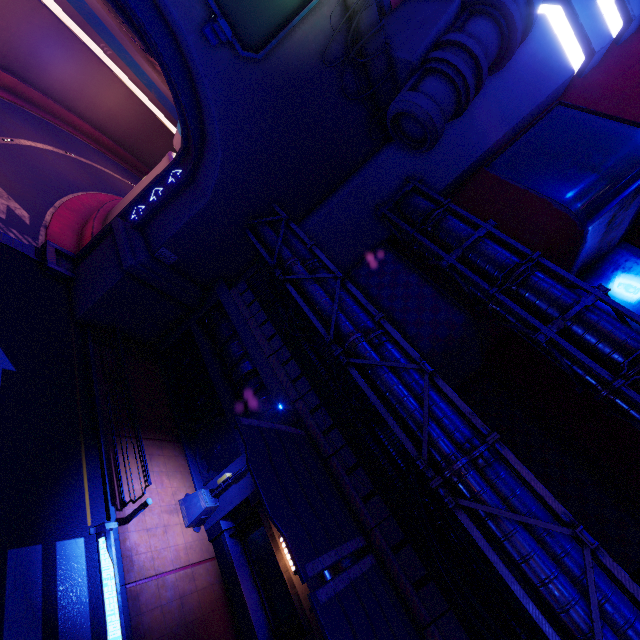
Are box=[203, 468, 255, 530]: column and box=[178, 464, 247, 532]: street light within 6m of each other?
yes

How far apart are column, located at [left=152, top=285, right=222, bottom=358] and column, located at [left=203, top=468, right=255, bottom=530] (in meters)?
7.89

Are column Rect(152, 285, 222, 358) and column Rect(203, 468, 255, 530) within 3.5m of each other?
no

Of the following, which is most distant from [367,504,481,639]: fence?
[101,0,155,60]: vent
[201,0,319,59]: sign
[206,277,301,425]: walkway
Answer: [101,0,155,60]: vent

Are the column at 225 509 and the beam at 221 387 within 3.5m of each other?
yes

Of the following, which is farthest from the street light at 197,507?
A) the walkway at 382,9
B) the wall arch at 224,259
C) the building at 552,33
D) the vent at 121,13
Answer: the walkway at 382,9

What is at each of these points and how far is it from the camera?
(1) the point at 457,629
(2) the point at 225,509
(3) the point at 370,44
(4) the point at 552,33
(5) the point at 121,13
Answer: (1) fence, 8.4m
(2) column, 12.5m
(3) wall arch, 13.7m
(4) building, 16.8m
(5) vent, 13.6m

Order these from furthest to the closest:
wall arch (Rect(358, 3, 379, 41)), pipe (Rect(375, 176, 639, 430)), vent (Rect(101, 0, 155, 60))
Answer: vent (Rect(101, 0, 155, 60)) → wall arch (Rect(358, 3, 379, 41)) → pipe (Rect(375, 176, 639, 430))
